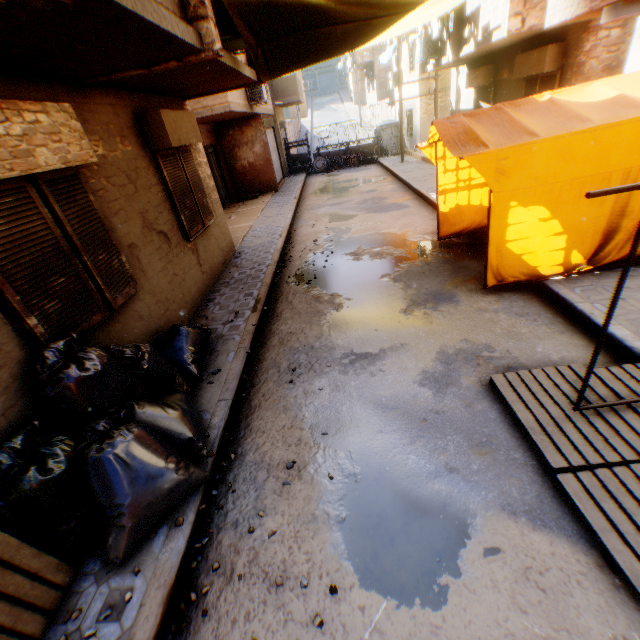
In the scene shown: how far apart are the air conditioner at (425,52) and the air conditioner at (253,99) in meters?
4.9

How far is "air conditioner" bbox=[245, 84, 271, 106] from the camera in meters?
11.9 m

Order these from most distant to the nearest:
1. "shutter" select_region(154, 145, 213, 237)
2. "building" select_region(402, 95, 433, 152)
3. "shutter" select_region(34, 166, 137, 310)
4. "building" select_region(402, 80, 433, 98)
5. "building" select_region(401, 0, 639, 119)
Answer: "building" select_region(402, 95, 433, 152)
"building" select_region(402, 80, 433, 98)
"shutter" select_region(154, 145, 213, 237)
"building" select_region(401, 0, 639, 119)
"shutter" select_region(34, 166, 137, 310)

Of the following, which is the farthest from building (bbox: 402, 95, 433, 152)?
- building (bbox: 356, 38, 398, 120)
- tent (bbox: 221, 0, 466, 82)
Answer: building (bbox: 356, 38, 398, 120)

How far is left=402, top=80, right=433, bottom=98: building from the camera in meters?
17.1 m

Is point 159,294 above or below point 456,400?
above

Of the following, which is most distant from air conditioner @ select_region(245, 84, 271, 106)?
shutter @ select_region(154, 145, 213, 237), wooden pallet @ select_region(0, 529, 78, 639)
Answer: wooden pallet @ select_region(0, 529, 78, 639)

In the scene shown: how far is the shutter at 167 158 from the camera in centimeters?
590cm
